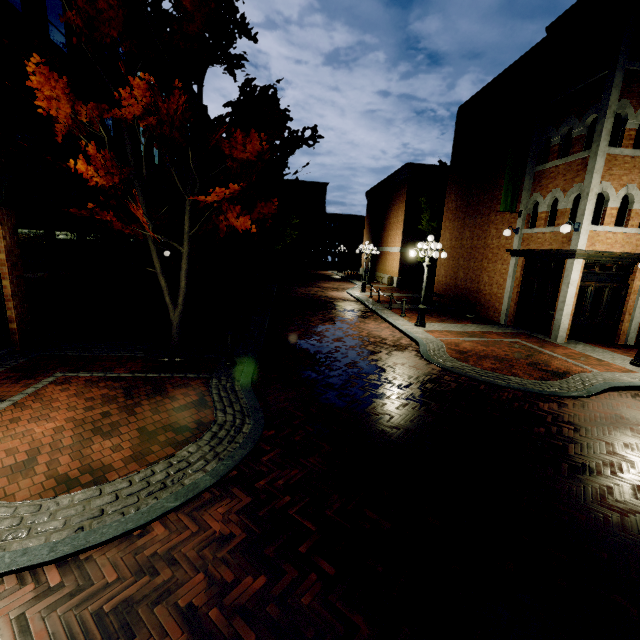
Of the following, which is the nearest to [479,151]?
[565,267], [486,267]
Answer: [486,267]

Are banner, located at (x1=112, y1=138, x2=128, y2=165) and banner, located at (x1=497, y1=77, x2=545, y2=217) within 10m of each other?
no

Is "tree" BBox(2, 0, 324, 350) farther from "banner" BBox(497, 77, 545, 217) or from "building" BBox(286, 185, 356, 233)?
"banner" BBox(497, 77, 545, 217)

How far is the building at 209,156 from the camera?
28.0 meters

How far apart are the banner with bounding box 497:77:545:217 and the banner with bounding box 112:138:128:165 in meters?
15.4

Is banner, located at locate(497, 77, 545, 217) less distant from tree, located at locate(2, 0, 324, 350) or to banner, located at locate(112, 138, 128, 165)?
tree, located at locate(2, 0, 324, 350)

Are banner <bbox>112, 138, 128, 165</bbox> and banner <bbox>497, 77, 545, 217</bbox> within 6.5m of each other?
no
